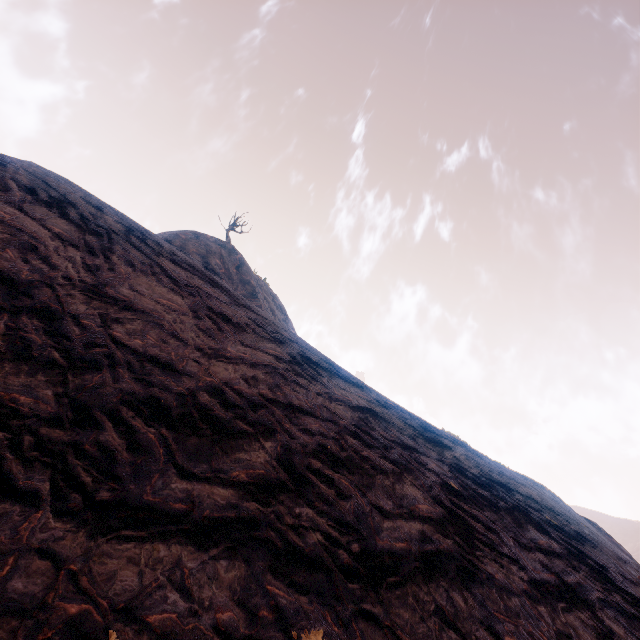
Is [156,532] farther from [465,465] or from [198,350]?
[465,465]
